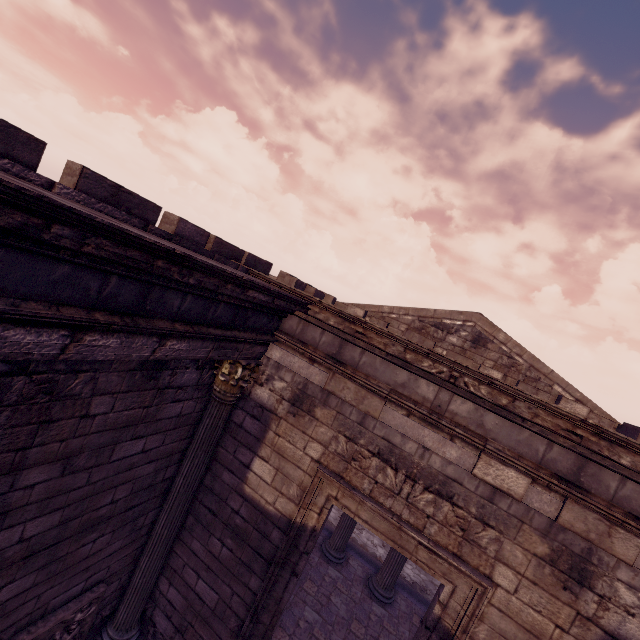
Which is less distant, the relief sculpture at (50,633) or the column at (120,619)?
the relief sculpture at (50,633)

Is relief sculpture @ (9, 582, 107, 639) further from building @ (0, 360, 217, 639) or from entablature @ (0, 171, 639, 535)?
entablature @ (0, 171, 639, 535)

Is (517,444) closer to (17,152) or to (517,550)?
(517,550)

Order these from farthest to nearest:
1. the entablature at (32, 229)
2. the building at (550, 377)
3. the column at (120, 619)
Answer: the building at (550, 377) → the column at (120, 619) → the entablature at (32, 229)

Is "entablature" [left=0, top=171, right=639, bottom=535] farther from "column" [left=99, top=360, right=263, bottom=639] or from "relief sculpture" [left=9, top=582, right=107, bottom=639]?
"relief sculpture" [left=9, top=582, right=107, bottom=639]

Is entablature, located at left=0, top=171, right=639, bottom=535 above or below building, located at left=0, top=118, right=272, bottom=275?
below

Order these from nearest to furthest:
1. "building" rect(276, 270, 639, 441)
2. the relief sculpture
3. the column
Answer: the relief sculpture → the column → "building" rect(276, 270, 639, 441)
